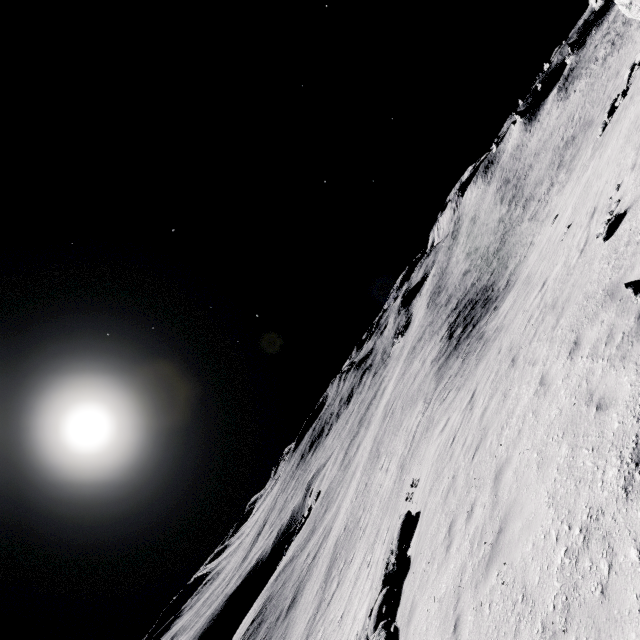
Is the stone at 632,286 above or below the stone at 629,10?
below

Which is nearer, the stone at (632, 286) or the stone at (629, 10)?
the stone at (632, 286)

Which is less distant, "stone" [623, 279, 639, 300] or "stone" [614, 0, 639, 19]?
"stone" [623, 279, 639, 300]

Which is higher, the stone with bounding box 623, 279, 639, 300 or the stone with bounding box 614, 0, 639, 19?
the stone with bounding box 614, 0, 639, 19

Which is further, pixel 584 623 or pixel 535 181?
pixel 535 181
